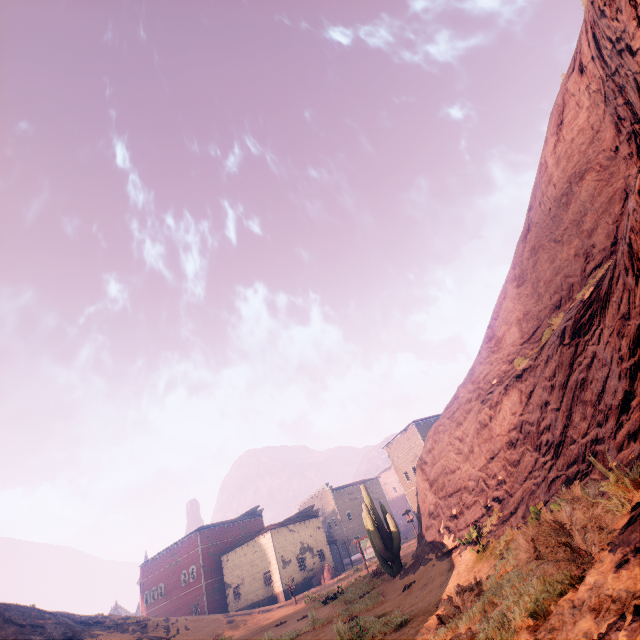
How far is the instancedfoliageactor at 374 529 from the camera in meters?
15.0

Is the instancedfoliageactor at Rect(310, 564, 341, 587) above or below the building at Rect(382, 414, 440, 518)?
below

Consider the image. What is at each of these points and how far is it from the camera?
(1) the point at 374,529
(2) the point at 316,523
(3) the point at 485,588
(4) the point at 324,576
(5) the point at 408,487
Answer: (1) instancedfoliageactor, 15.4m
(2) building, 46.1m
(3) z, 6.8m
(4) instancedfoliageactor, 38.3m
(5) building, 41.4m

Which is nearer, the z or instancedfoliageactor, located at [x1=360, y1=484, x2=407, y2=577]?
the z

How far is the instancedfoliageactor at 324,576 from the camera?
38.0m

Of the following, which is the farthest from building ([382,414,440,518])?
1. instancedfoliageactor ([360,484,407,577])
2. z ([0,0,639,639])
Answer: instancedfoliageactor ([360,484,407,577])

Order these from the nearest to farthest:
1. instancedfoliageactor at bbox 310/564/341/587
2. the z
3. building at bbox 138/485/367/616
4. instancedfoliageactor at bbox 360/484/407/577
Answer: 1. the z
2. instancedfoliageactor at bbox 360/484/407/577
3. instancedfoliageactor at bbox 310/564/341/587
4. building at bbox 138/485/367/616
